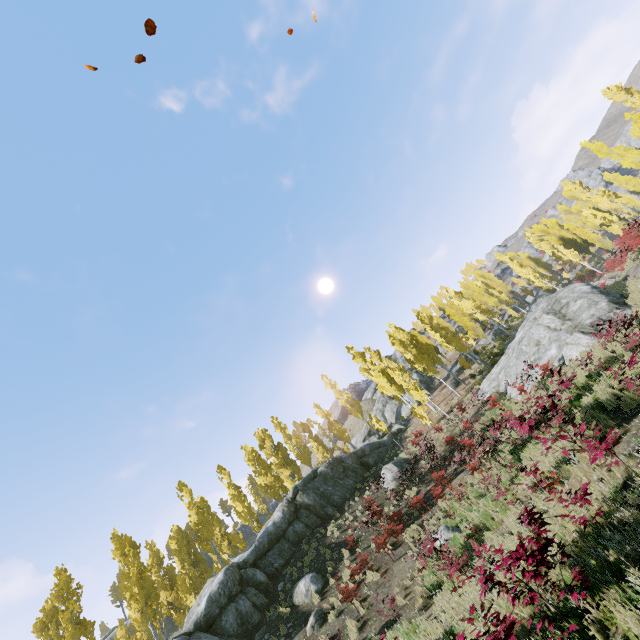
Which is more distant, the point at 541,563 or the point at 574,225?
the point at 574,225

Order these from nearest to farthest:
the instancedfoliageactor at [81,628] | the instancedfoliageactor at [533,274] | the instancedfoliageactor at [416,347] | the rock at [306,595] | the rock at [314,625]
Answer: the rock at [314,625], the rock at [306,595], the instancedfoliageactor at [81,628], the instancedfoliageactor at [416,347], the instancedfoliageactor at [533,274]

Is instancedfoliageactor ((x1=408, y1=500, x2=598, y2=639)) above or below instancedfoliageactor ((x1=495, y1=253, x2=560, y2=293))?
below

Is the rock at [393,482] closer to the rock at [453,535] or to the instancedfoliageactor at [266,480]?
the instancedfoliageactor at [266,480]

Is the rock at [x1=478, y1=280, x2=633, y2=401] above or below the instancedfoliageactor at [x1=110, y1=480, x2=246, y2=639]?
below

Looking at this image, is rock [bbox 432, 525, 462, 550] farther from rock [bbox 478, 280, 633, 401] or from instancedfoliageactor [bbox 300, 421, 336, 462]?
instancedfoliageactor [bbox 300, 421, 336, 462]

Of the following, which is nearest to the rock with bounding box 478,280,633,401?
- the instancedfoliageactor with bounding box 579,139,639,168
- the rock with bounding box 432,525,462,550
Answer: the instancedfoliageactor with bounding box 579,139,639,168
